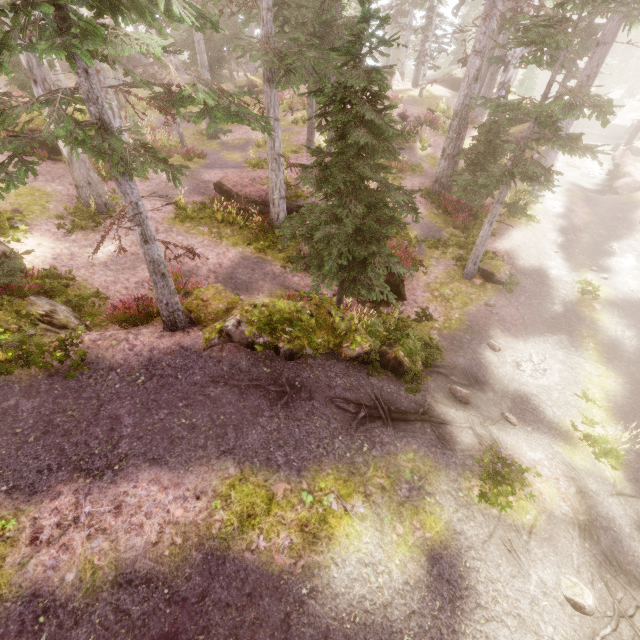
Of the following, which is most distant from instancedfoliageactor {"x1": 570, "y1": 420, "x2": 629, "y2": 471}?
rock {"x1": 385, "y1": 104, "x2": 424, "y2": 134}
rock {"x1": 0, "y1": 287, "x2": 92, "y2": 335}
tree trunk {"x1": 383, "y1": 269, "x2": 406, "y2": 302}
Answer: tree trunk {"x1": 383, "y1": 269, "x2": 406, "y2": 302}

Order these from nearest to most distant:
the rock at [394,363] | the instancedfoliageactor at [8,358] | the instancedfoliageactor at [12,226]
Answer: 1. the instancedfoliageactor at [8,358]
2. the rock at [394,363]
3. the instancedfoliageactor at [12,226]

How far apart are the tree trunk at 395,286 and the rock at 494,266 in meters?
3.5 m

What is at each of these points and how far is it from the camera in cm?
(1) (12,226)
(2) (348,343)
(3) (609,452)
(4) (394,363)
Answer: (1) instancedfoliageactor, 1042
(2) rock, 870
(3) instancedfoliageactor, 842
(4) rock, 888

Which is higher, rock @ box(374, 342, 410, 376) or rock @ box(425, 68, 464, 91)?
rock @ box(425, 68, 464, 91)

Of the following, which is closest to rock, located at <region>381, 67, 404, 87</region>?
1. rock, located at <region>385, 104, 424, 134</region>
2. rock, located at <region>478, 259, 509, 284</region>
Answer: rock, located at <region>385, 104, 424, 134</region>

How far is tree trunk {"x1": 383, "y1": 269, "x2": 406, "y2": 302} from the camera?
12.6m

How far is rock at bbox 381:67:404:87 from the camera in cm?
3201
